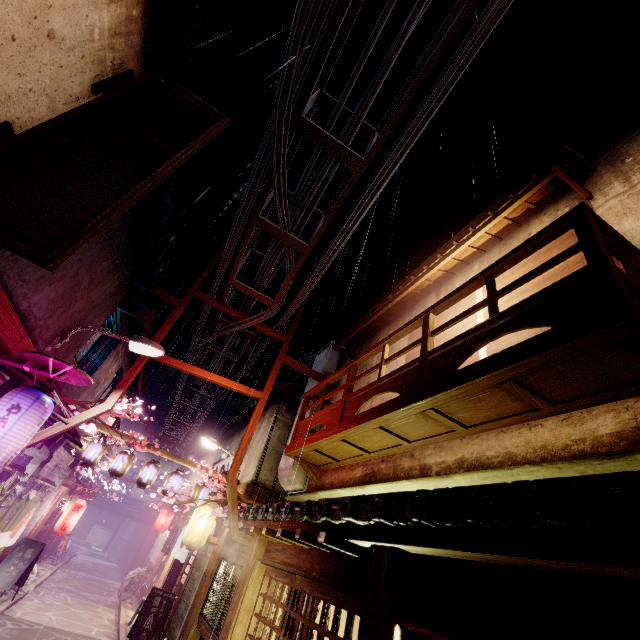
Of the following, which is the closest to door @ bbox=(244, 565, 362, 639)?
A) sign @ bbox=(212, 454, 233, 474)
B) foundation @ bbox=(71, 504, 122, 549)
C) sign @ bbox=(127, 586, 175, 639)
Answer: sign @ bbox=(127, 586, 175, 639)

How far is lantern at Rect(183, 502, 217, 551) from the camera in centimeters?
1468cm

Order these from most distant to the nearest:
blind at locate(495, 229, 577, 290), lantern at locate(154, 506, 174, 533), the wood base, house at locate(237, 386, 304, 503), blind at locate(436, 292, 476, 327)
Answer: lantern at locate(154, 506, 174, 533), house at locate(237, 386, 304, 503), the wood base, blind at locate(436, 292, 476, 327), blind at locate(495, 229, 577, 290)

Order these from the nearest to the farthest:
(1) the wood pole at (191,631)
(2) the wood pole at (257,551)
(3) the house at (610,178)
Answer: (3) the house at (610,178) → (2) the wood pole at (257,551) → (1) the wood pole at (191,631)

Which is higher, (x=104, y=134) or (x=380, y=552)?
(x=104, y=134)

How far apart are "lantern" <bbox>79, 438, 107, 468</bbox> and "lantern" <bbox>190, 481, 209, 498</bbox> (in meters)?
4.94

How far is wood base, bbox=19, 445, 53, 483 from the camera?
13.1m

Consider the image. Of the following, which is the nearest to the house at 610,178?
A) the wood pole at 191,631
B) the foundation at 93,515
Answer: the wood pole at 191,631
